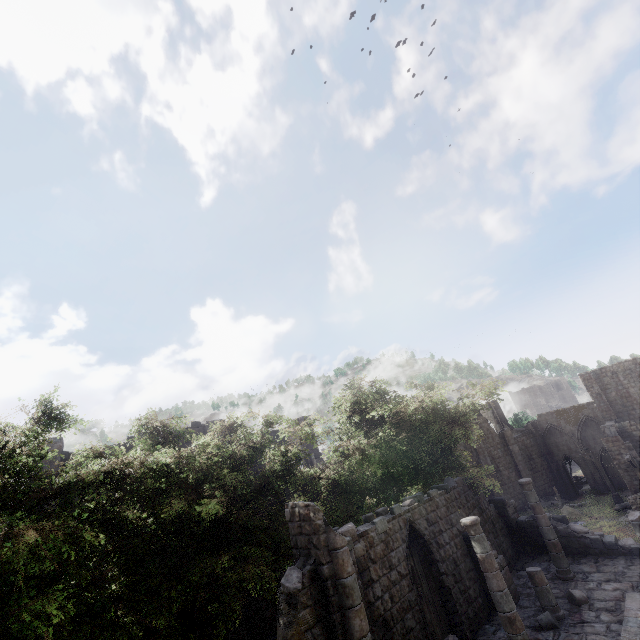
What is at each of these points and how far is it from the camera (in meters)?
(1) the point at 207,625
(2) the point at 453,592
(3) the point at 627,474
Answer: (1) building, 17.98
(2) building, 12.17
(3) building, 26.25

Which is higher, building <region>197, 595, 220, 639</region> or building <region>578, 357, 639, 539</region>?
building <region>578, 357, 639, 539</region>

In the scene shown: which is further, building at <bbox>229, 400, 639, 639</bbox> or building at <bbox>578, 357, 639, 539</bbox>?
building at <bbox>578, 357, 639, 539</bbox>

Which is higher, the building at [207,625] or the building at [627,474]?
the building at [627,474]

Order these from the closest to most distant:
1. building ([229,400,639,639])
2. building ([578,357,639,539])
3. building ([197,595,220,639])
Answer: building ([229,400,639,639]) < building ([197,595,220,639]) < building ([578,357,639,539])

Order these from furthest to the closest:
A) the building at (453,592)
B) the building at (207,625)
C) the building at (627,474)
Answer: the building at (627,474), the building at (207,625), the building at (453,592)
